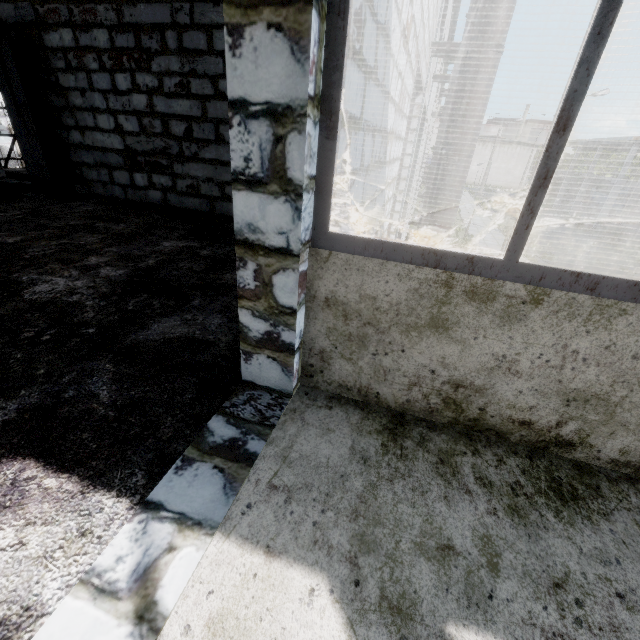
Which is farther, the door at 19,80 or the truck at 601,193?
the truck at 601,193

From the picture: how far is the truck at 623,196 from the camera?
32.7 meters

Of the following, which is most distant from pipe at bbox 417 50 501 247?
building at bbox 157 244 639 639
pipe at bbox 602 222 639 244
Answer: pipe at bbox 602 222 639 244

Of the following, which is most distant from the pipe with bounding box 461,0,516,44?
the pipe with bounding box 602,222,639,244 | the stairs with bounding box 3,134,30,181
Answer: the pipe with bounding box 602,222,639,244

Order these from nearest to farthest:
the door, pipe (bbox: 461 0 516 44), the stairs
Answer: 1. the door
2. pipe (bbox: 461 0 516 44)
3. the stairs

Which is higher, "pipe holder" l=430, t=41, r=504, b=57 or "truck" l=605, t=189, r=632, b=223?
"pipe holder" l=430, t=41, r=504, b=57

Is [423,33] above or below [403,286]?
above

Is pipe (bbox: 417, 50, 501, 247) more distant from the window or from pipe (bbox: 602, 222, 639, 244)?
pipe (bbox: 602, 222, 639, 244)
